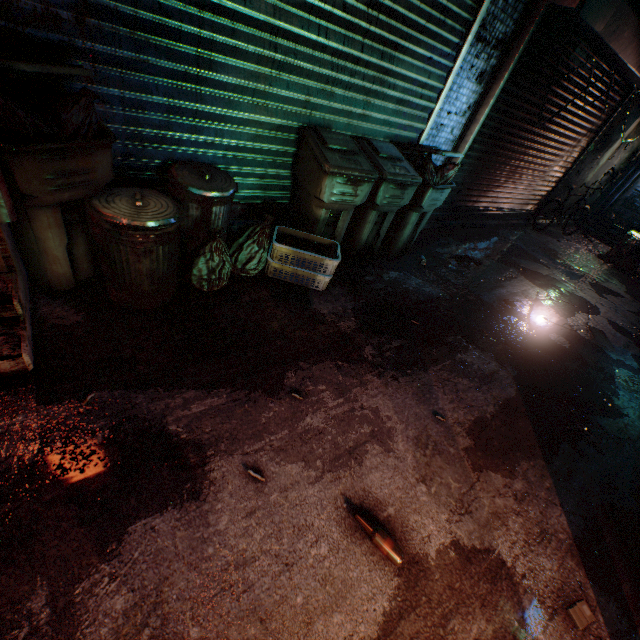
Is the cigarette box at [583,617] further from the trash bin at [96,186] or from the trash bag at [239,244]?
the trash bin at [96,186]

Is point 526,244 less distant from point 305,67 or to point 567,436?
point 567,436

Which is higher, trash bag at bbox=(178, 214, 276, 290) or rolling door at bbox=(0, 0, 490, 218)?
rolling door at bbox=(0, 0, 490, 218)

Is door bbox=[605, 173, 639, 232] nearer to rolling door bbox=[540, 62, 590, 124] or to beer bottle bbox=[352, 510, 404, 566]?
rolling door bbox=[540, 62, 590, 124]

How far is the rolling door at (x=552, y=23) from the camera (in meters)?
3.42

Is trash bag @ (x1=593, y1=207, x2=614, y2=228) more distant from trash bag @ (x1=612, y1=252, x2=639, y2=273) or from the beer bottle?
the beer bottle

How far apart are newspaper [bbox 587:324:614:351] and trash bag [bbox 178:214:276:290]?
3.9 meters

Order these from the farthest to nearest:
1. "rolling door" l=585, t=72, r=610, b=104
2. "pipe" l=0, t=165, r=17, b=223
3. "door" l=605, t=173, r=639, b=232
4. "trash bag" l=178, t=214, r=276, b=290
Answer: "door" l=605, t=173, r=639, b=232 < "rolling door" l=585, t=72, r=610, b=104 < "trash bag" l=178, t=214, r=276, b=290 < "pipe" l=0, t=165, r=17, b=223
